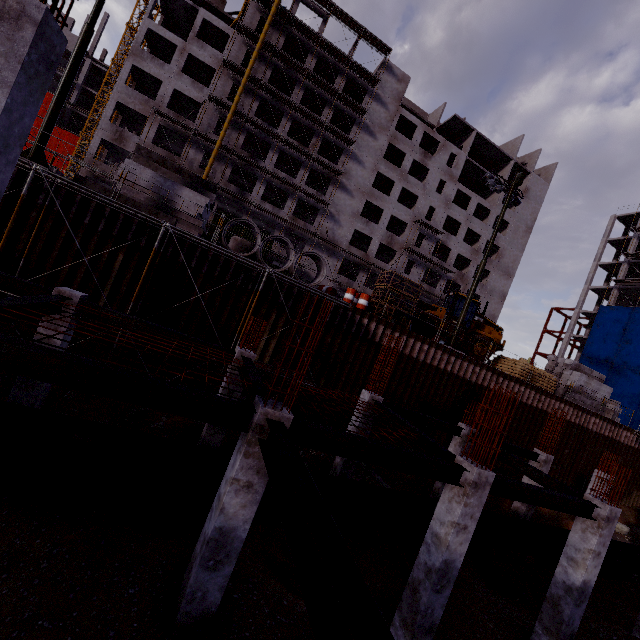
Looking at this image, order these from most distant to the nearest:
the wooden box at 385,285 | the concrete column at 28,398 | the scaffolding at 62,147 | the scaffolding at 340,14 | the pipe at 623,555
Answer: the scaffolding at 340,14, the wooden box at 385,285, the scaffolding at 62,147, the pipe at 623,555, the concrete column at 28,398

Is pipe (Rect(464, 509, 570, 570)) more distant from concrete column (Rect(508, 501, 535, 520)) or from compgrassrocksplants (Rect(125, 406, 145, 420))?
compgrassrocksplants (Rect(125, 406, 145, 420))

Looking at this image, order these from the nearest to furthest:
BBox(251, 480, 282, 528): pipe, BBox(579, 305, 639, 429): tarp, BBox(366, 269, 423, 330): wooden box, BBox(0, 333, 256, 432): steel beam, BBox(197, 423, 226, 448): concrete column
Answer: BBox(0, 333, 256, 432): steel beam < BBox(251, 480, 282, 528): pipe < BBox(197, 423, 226, 448): concrete column < BBox(366, 269, 423, 330): wooden box < BBox(579, 305, 639, 429): tarp

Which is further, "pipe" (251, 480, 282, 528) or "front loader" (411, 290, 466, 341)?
"front loader" (411, 290, 466, 341)

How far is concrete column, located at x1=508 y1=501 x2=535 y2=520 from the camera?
14.94m

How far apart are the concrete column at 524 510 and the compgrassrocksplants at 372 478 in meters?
7.0 m

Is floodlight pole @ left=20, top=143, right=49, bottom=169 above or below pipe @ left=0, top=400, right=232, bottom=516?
above

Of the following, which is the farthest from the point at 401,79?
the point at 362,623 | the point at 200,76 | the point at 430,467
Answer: the point at 362,623
